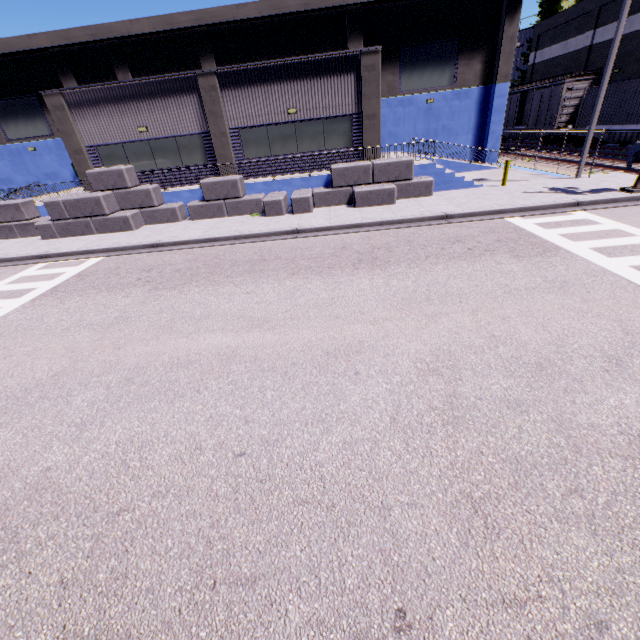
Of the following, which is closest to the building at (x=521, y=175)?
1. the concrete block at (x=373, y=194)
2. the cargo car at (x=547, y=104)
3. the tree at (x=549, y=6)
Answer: the concrete block at (x=373, y=194)

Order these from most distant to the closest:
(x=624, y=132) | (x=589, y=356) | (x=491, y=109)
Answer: (x=491, y=109) < (x=624, y=132) < (x=589, y=356)

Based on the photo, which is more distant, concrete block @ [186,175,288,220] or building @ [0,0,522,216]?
building @ [0,0,522,216]

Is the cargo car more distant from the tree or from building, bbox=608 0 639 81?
the tree

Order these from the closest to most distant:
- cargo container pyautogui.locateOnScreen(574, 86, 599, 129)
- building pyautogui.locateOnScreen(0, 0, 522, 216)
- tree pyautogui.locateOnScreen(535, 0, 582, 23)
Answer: building pyautogui.locateOnScreen(0, 0, 522, 216) → cargo container pyautogui.locateOnScreen(574, 86, 599, 129) → tree pyautogui.locateOnScreen(535, 0, 582, 23)

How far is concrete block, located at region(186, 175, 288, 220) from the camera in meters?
15.5

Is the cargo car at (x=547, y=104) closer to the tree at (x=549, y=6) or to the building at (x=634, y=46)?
the building at (x=634, y=46)

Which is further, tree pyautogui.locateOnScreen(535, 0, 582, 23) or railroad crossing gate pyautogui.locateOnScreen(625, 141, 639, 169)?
tree pyautogui.locateOnScreen(535, 0, 582, 23)
